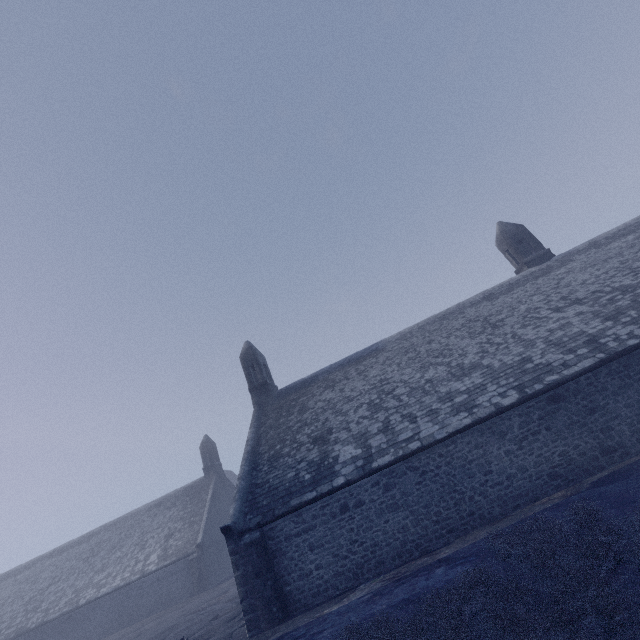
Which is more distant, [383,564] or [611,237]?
[611,237]
